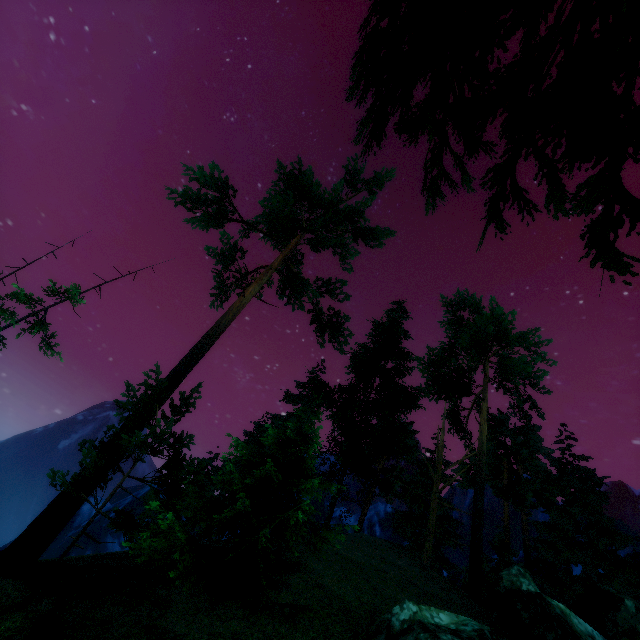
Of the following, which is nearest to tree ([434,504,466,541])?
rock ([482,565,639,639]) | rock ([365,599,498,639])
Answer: rock ([482,565,639,639])

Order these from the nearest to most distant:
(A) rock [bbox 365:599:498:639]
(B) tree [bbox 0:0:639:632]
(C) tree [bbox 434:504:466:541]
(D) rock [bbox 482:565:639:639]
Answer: (B) tree [bbox 0:0:639:632], (A) rock [bbox 365:599:498:639], (D) rock [bbox 482:565:639:639], (C) tree [bbox 434:504:466:541]

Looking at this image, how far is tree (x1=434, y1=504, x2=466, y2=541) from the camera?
24.9 meters

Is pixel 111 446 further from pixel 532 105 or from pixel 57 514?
pixel 532 105

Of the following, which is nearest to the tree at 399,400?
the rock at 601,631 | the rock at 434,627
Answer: the rock at 601,631

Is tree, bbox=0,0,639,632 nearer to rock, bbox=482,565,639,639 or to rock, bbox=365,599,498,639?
rock, bbox=482,565,639,639
